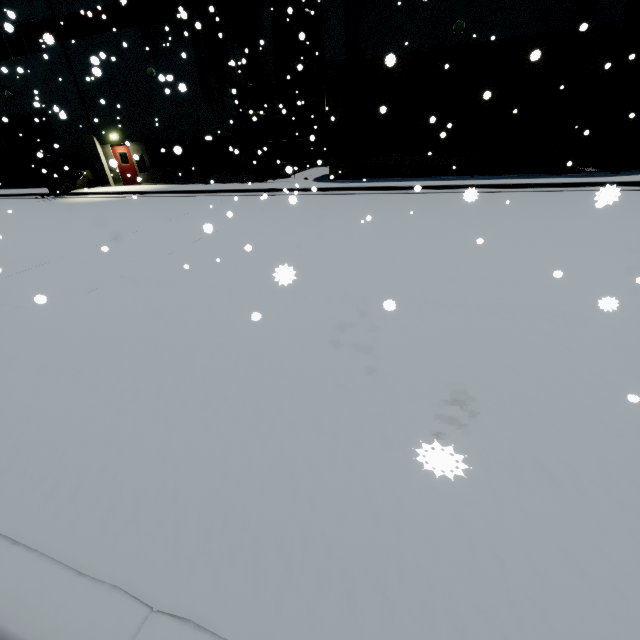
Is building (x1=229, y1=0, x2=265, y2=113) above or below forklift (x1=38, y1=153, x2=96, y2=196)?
above

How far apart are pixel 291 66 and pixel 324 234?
18.46m

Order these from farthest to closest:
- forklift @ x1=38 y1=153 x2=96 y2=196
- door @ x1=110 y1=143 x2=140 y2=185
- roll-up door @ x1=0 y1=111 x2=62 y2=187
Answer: roll-up door @ x1=0 y1=111 x2=62 y2=187
door @ x1=110 y1=143 x2=140 y2=185
forklift @ x1=38 y1=153 x2=96 y2=196

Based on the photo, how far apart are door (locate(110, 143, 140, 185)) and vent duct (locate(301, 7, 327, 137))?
12.89m

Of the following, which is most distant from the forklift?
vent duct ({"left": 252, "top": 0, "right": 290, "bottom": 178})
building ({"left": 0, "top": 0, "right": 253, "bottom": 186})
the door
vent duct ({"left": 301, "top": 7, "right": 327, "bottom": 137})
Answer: vent duct ({"left": 301, "top": 7, "right": 327, "bottom": 137})

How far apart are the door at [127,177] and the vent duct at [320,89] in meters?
12.9

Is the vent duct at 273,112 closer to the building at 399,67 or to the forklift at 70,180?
the building at 399,67

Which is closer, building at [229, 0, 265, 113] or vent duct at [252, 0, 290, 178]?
building at [229, 0, 265, 113]
